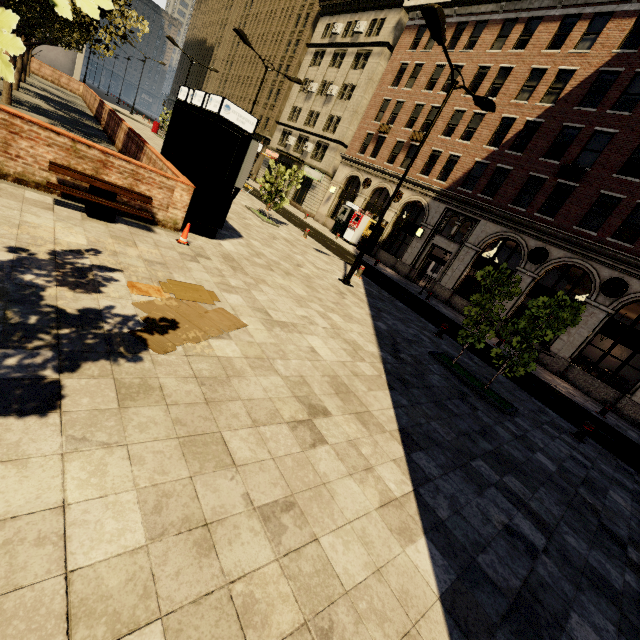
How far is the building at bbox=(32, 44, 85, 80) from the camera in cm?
3956

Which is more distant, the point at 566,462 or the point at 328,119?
the point at 328,119

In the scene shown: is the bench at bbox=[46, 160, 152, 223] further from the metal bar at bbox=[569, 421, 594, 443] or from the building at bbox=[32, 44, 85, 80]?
the building at bbox=[32, 44, 85, 80]

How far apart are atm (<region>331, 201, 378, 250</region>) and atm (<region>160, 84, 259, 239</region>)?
19.9 meters

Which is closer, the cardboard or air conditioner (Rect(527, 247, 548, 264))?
the cardboard

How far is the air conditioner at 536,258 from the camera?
18.8 meters

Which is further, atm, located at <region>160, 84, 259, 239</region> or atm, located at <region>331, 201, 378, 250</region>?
atm, located at <region>331, 201, 378, 250</region>

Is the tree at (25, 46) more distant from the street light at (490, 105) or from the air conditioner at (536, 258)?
the air conditioner at (536, 258)
